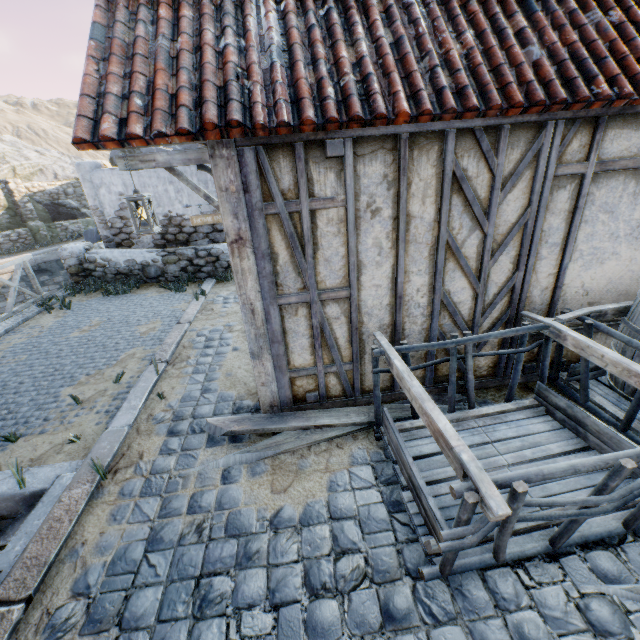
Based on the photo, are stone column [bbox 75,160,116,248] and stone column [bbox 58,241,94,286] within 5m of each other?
yes

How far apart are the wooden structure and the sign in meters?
0.3 m

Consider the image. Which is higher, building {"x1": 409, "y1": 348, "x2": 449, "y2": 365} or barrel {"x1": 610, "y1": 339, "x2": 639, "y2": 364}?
barrel {"x1": 610, "y1": 339, "x2": 639, "y2": 364}

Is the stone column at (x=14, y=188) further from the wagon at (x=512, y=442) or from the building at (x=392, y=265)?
the wagon at (x=512, y=442)

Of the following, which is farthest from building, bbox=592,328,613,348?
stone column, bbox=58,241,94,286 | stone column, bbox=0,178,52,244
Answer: stone column, bbox=0,178,52,244

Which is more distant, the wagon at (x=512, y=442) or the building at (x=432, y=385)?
the building at (x=432, y=385)

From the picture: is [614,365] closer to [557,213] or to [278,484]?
[557,213]

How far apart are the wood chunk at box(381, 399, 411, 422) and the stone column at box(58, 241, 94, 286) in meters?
8.0
